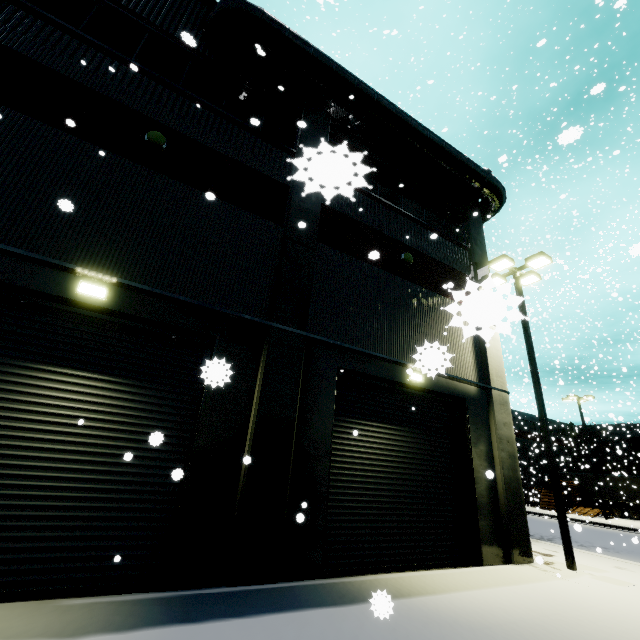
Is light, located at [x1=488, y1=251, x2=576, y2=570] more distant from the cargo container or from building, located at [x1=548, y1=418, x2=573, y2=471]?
the cargo container

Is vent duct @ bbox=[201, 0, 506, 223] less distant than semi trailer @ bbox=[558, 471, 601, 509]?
Yes

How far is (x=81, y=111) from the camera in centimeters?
702cm

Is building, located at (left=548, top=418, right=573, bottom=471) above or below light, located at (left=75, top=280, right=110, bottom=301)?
above

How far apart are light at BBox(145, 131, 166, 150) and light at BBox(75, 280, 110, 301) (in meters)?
3.73

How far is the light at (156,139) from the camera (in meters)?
7.49

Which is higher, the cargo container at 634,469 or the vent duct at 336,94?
the vent duct at 336,94

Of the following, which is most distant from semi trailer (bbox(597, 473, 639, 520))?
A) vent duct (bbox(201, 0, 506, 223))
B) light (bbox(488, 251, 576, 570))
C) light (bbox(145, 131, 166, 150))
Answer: Result: light (bbox(145, 131, 166, 150))
